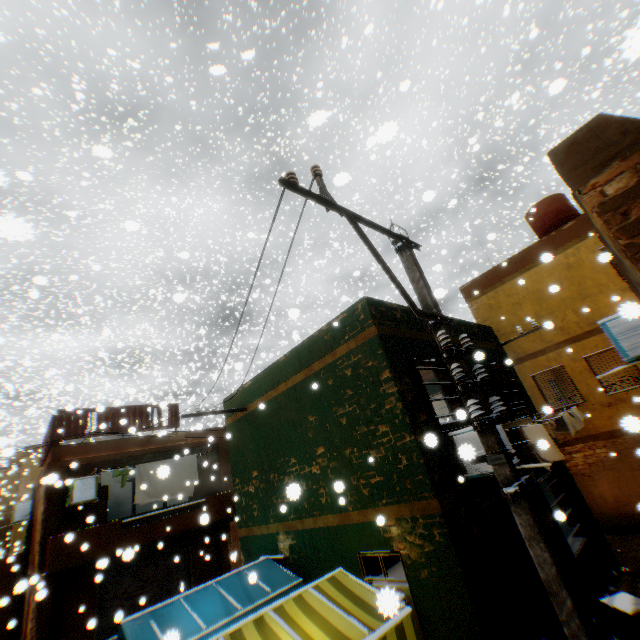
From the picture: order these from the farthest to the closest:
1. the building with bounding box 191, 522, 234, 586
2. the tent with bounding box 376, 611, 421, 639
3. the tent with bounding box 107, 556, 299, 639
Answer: the building with bounding box 191, 522, 234, 586, the tent with bounding box 107, 556, 299, 639, the tent with bounding box 376, 611, 421, 639

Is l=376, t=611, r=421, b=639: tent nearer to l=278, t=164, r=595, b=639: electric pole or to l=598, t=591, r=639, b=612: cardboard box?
l=278, t=164, r=595, b=639: electric pole

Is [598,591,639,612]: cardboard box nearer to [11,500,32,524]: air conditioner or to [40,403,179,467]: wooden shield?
[40,403,179,467]: wooden shield

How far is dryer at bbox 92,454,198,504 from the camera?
12.0 meters

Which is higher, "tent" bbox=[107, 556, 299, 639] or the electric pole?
the electric pole

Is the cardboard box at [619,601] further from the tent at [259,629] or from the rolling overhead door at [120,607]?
the rolling overhead door at [120,607]

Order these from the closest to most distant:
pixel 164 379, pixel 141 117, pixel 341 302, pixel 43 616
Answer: pixel 43 616, pixel 141 117, pixel 164 379, pixel 341 302

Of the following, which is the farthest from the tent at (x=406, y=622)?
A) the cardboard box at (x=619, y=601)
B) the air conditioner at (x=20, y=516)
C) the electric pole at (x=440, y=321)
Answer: the cardboard box at (x=619, y=601)
